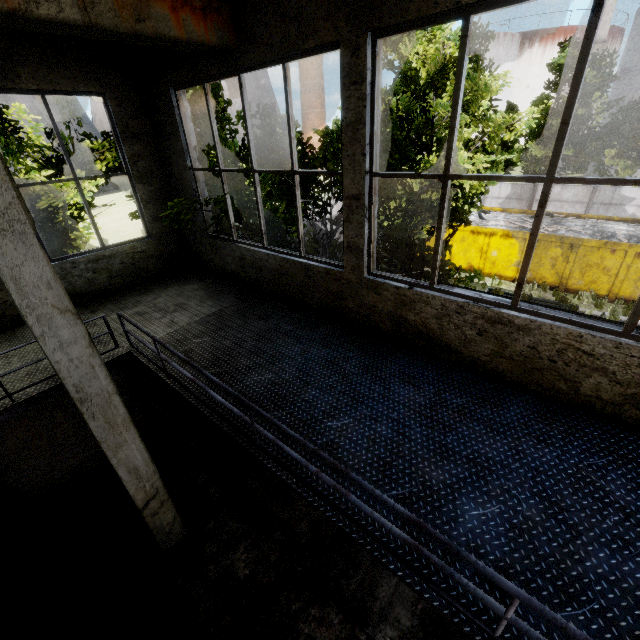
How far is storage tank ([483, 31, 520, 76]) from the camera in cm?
4197

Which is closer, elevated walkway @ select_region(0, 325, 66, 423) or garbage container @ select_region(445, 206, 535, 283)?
elevated walkway @ select_region(0, 325, 66, 423)

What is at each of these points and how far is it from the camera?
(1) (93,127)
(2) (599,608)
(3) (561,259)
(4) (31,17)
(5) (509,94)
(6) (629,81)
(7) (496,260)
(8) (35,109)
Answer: (1) chimney, 59.8 meters
(2) elevated walkway, 2.0 meters
(3) garbage container, 14.7 meters
(4) beam, 2.9 meters
(5) storage tank, 47.1 meters
(6) storage tank, 36.1 meters
(7) garbage container, 16.5 meters
(8) chimney, 49.5 meters

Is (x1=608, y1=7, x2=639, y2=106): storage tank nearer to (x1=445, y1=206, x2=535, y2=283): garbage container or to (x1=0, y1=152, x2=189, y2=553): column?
(x1=445, y1=206, x2=535, y2=283): garbage container

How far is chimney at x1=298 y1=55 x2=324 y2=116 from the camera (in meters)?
56.47

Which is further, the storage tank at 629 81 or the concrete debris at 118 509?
the storage tank at 629 81

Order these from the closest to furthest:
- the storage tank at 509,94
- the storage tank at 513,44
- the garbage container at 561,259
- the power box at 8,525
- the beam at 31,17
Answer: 1. the beam at 31,17
2. the power box at 8,525
3. the garbage container at 561,259
4. the storage tank at 513,44
5. the storage tank at 509,94

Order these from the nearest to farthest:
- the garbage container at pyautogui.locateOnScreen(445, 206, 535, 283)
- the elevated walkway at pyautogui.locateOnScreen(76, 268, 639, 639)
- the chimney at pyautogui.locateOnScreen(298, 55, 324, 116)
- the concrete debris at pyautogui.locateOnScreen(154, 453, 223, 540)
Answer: the elevated walkway at pyautogui.locateOnScreen(76, 268, 639, 639)
the concrete debris at pyautogui.locateOnScreen(154, 453, 223, 540)
the garbage container at pyautogui.locateOnScreen(445, 206, 535, 283)
the chimney at pyautogui.locateOnScreen(298, 55, 324, 116)
